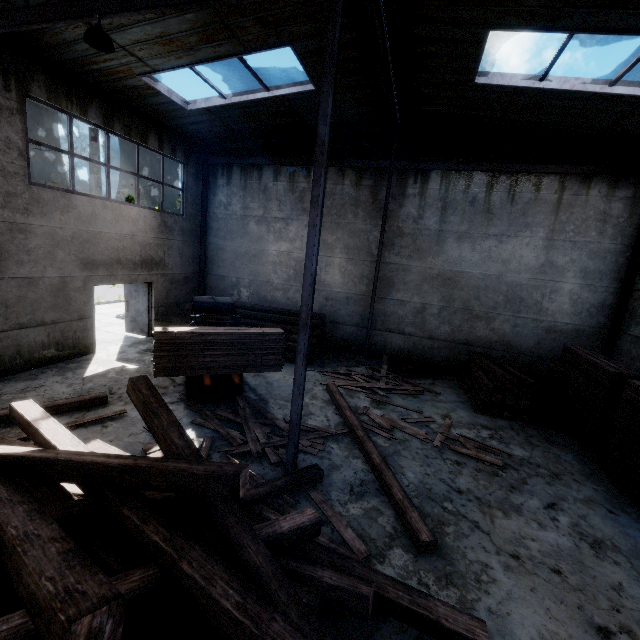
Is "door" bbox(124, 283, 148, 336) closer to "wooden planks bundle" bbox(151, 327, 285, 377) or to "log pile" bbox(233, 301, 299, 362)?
"log pile" bbox(233, 301, 299, 362)

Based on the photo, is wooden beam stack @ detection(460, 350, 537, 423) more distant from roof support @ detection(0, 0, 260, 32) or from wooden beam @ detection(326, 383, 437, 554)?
roof support @ detection(0, 0, 260, 32)

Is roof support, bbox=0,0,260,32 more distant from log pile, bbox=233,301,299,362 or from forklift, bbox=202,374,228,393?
log pile, bbox=233,301,299,362

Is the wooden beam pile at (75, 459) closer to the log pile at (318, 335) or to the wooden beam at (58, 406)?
the wooden beam at (58, 406)

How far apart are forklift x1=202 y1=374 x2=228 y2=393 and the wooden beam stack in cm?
641

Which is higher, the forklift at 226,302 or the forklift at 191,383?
the forklift at 226,302

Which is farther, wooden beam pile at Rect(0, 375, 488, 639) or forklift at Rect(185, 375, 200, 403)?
forklift at Rect(185, 375, 200, 403)

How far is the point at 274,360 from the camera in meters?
7.4 m
